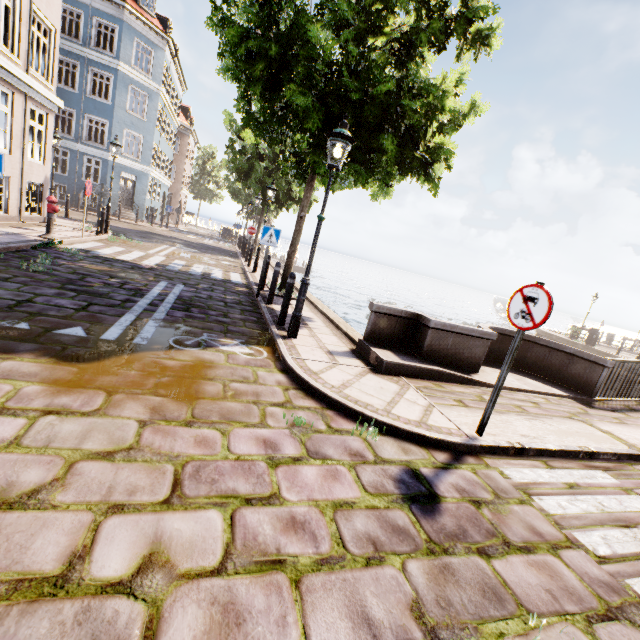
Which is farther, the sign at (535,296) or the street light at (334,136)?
the street light at (334,136)

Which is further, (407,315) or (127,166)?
(127,166)

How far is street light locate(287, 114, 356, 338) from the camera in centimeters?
521cm

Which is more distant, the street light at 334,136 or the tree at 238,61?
the tree at 238,61

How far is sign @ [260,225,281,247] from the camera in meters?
8.4 m

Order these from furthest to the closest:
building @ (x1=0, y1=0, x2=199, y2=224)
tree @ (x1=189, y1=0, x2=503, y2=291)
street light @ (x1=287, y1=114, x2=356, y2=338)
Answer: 1. building @ (x1=0, y1=0, x2=199, y2=224)
2. tree @ (x1=189, y1=0, x2=503, y2=291)
3. street light @ (x1=287, y1=114, x2=356, y2=338)

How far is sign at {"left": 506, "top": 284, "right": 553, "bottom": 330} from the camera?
3.5m

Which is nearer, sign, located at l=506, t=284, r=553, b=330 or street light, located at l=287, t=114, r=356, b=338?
sign, located at l=506, t=284, r=553, b=330
